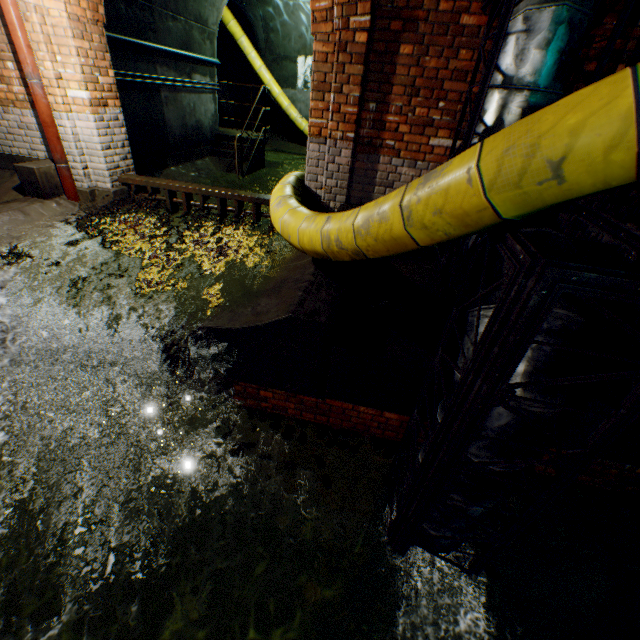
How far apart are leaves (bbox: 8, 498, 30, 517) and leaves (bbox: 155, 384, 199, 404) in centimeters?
121cm

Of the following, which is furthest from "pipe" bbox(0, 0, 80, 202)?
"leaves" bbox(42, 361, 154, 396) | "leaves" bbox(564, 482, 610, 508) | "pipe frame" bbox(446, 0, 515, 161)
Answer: "leaves" bbox(564, 482, 610, 508)

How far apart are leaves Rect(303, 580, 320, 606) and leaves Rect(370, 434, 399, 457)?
1.3m

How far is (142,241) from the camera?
5.0m

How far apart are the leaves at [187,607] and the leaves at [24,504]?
1.6m

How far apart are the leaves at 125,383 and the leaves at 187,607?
1.55m

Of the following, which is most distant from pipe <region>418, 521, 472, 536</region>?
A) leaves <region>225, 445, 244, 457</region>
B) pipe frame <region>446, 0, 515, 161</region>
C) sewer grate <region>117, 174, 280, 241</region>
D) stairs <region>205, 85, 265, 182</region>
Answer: stairs <region>205, 85, 265, 182</region>

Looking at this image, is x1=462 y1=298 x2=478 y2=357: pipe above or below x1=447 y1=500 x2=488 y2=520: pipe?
above
